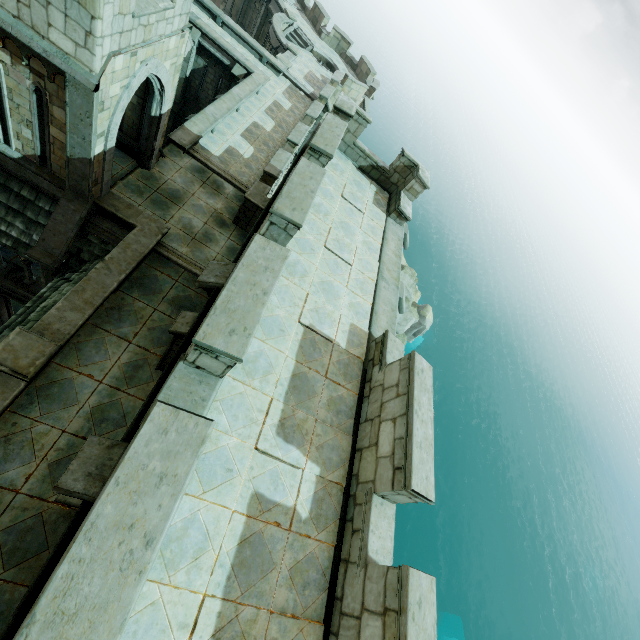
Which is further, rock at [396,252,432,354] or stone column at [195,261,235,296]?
rock at [396,252,432,354]

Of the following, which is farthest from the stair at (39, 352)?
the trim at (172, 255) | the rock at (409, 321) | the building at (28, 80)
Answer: the rock at (409, 321)

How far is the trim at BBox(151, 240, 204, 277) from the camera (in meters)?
10.76

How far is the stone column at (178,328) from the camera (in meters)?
7.27

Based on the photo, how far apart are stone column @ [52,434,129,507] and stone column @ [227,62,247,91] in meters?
21.2

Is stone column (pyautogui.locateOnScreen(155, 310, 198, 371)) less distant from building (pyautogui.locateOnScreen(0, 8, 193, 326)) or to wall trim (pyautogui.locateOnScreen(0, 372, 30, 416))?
wall trim (pyautogui.locateOnScreen(0, 372, 30, 416))

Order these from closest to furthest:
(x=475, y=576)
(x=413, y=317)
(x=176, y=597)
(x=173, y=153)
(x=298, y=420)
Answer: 1. (x=176, y=597)
2. (x=298, y=420)
3. (x=173, y=153)
4. (x=413, y=317)
5. (x=475, y=576)

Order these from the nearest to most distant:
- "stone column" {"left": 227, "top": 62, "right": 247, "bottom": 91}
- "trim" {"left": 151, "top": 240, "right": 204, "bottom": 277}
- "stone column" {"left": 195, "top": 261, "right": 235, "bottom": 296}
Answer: "stone column" {"left": 195, "top": 261, "right": 235, "bottom": 296} < "trim" {"left": 151, "top": 240, "right": 204, "bottom": 277} < "stone column" {"left": 227, "top": 62, "right": 247, "bottom": 91}
